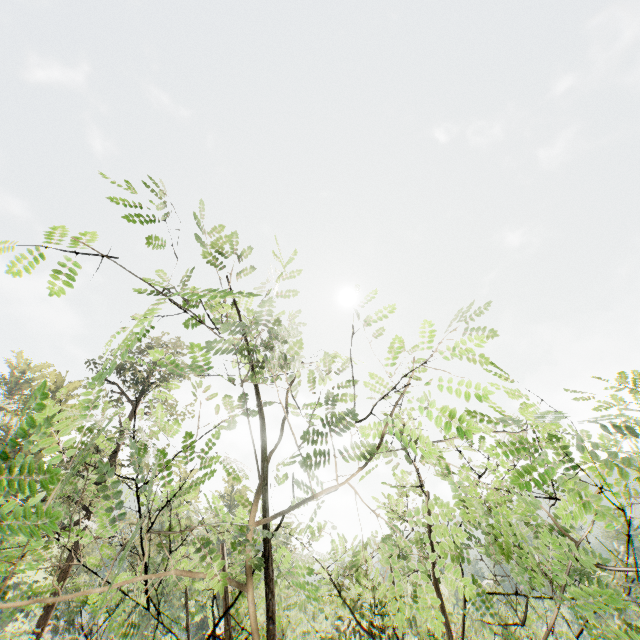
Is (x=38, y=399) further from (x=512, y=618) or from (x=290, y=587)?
(x=290, y=587)
